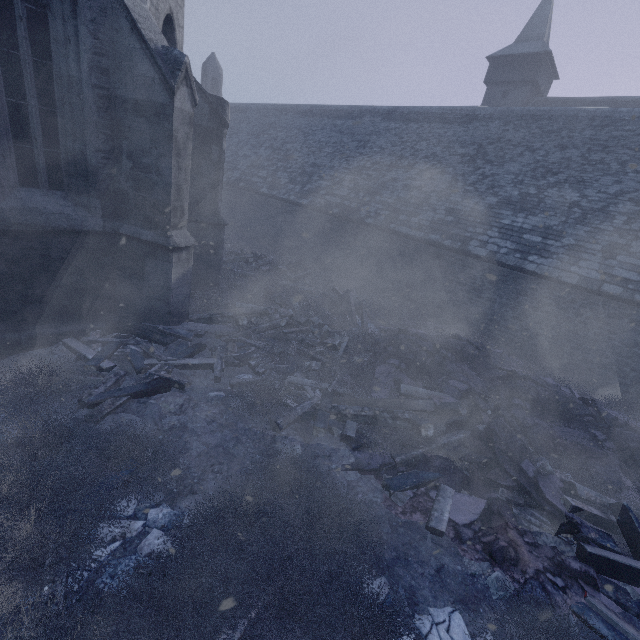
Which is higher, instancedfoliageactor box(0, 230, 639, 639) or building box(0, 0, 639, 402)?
building box(0, 0, 639, 402)

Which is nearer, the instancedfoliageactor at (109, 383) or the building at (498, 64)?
the instancedfoliageactor at (109, 383)

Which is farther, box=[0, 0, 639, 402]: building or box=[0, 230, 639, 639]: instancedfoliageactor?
box=[0, 0, 639, 402]: building

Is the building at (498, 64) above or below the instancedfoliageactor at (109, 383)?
above

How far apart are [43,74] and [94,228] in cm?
240
